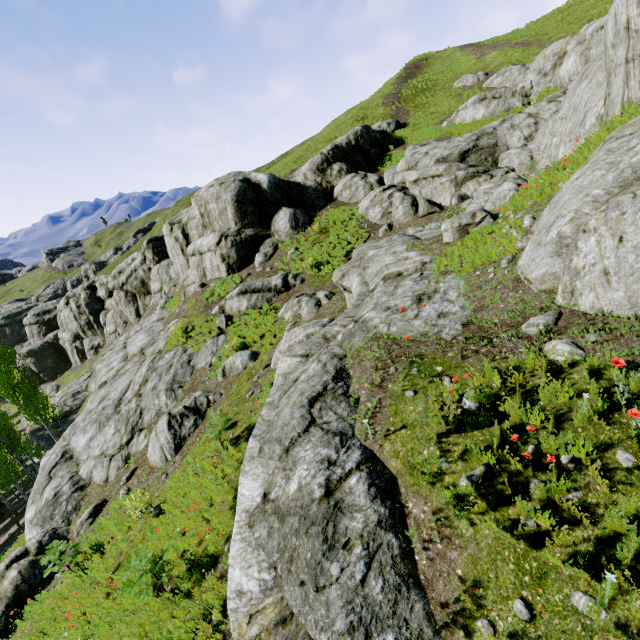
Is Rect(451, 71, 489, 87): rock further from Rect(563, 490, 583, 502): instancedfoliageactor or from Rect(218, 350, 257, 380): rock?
Rect(563, 490, 583, 502): instancedfoliageactor

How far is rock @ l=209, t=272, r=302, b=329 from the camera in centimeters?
1856cm

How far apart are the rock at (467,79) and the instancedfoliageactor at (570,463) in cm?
3917

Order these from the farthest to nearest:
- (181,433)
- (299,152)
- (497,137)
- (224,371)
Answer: (299,152) → (497,137) → (224,371) → (181,433)

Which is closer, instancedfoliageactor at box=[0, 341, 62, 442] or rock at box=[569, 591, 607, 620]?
rock at box=[569, 591, 607, 620]

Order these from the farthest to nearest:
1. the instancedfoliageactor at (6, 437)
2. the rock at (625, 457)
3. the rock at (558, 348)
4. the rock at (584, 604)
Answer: the instancedfoliageactor at (6, 437) → the rock at (558, 348) → the rock at (625, 457) → the rock at (584, 604)

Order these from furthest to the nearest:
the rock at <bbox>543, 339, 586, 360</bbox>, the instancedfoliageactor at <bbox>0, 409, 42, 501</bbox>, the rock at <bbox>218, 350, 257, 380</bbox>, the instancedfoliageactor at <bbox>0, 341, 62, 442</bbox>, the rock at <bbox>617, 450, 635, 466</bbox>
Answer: the instancedfoliageactor at <bbox>0, 341, 62, 442</bbox>
the instancedfoliageactor at <bbox>0, 409, 42, 501</bbox>
the rock at <bbox>218, 350, 257, 380</bbox>
the rock at <bbox>543, 339, 586, 360</bbox>
the rock at <bbox>617, 450, 635, 466</bbox>

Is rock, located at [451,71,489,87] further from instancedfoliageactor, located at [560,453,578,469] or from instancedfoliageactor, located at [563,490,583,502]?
instancedfoliageactor, located at [563,490,583,502]
